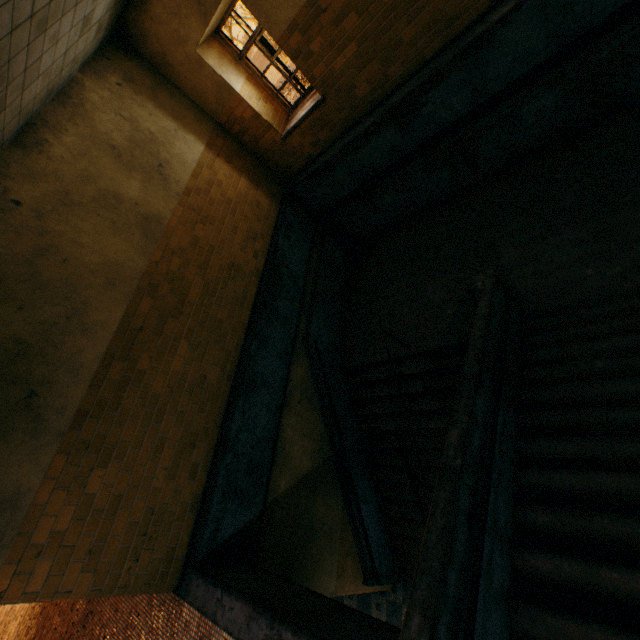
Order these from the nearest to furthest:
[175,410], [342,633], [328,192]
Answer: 1. [342,633]
2. [175,410]
3. [328,192]
